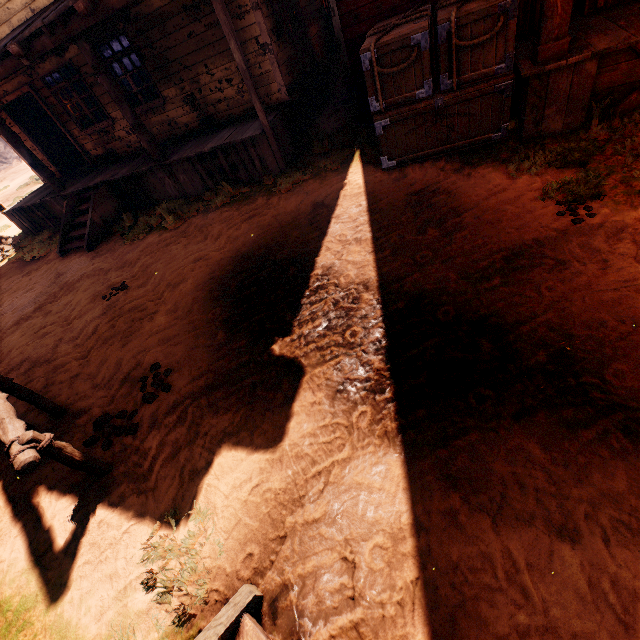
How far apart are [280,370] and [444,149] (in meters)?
4.72

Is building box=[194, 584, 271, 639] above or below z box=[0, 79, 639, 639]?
above

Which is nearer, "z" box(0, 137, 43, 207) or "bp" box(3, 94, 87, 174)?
"bp" box(3, 94, 87, 174)

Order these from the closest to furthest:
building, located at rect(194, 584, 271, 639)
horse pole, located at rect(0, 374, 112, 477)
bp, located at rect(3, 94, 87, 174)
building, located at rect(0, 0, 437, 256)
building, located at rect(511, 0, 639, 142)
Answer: building, located at rect(194, 584, 271, 639)
horse pole, located at rect(0, 374, 112, 477)
building, located at rect(511, 0, 639, 142)
building, located at rect(0, 0, 437, 256)
bp, located at rect(3, 94, 87, 174)

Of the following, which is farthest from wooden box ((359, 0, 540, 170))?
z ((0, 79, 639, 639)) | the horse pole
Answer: the horse pole

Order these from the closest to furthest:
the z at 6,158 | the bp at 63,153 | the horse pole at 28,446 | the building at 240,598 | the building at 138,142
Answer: the building at 240,598 → the horse pole at 28,446 → the building at 138,142 → the bp at 63,153 → the z at 6,158

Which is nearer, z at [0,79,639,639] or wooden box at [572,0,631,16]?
z at [0,79,639,639]

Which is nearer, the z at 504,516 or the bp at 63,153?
the z at 504,516
